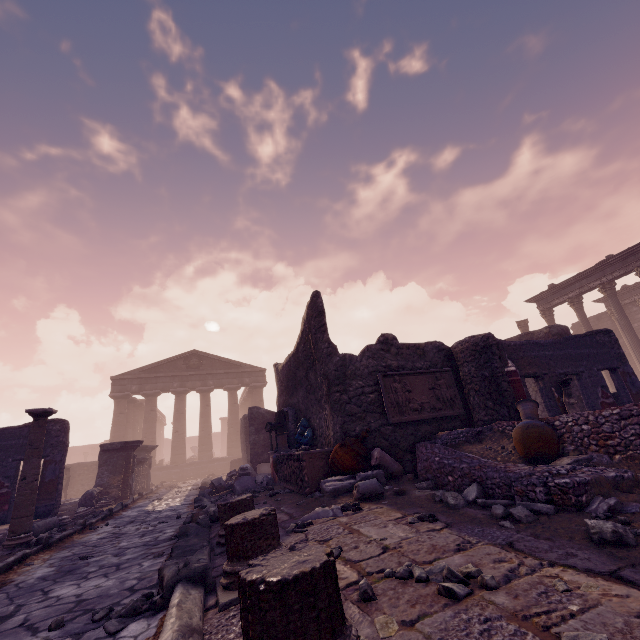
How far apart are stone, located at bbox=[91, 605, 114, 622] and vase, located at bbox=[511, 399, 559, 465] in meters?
5.5

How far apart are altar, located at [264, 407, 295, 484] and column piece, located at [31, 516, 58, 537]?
5.17m

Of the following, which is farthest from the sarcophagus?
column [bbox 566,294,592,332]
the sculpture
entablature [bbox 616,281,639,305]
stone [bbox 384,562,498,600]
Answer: entablature [bbox 616,281,639,305]

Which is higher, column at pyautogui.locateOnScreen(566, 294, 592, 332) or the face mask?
column at pyautogui.locateOnScreen(566, 294, 592, 332)

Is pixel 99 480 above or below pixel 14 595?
above

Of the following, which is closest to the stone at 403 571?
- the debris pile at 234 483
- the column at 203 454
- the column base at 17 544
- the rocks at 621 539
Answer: the rocks at 621 539

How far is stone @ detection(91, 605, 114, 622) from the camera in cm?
262

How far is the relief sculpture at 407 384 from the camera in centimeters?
685cm
